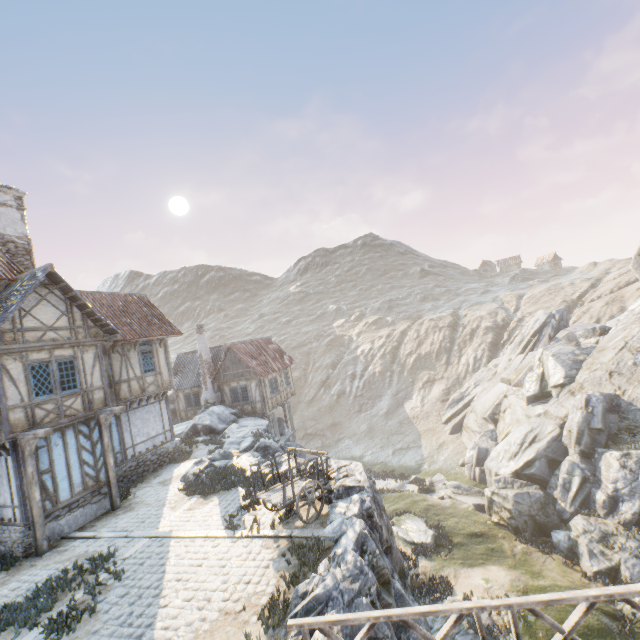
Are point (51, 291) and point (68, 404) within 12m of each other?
yes

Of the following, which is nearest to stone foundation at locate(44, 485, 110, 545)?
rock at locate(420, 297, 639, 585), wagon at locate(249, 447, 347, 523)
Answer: rock at locate(420, 297, 639, 585)

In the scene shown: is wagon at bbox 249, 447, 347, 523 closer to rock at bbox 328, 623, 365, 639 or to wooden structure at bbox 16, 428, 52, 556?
rock at bbox 328, 623, 365, 639

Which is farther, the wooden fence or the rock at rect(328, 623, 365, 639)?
the rock at rect(328, 623, 365, 639)

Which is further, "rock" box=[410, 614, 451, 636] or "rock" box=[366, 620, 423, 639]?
"rock" box=[410, 614, 451, 636]

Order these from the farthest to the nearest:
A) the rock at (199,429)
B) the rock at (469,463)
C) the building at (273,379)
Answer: the building at (273,379) < the rock at (469,463) < the rock at (199,429)

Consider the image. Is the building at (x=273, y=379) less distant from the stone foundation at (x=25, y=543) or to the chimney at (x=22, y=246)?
the stone foundation at (x=25, y=543)

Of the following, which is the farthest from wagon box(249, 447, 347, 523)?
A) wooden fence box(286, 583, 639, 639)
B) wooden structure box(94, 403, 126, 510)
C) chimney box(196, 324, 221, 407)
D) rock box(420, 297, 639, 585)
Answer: chimney box(196, 324, 221, 407)
